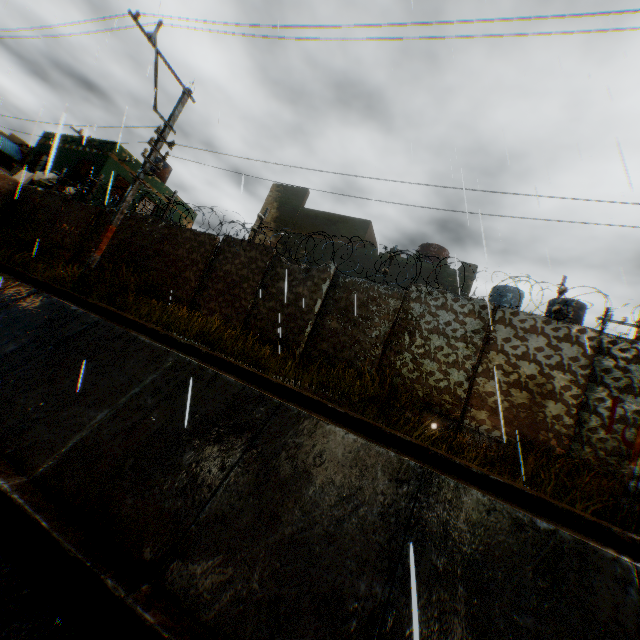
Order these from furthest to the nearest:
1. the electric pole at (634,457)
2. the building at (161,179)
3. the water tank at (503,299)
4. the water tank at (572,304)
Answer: the building at (161,179) → the water tank at (503,299) → the water tank at (572,304) → the electric pole at (634,457)

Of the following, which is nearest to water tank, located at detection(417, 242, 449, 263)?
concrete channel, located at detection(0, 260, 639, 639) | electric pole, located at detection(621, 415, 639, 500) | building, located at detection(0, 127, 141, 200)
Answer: building, located at detection(0, 127, 141, 200)

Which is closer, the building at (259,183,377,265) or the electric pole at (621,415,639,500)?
the electric pole at (621,415,639,500)

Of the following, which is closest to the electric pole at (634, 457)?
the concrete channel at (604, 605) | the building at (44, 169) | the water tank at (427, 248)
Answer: Result: the concrete channel at (604, 605)

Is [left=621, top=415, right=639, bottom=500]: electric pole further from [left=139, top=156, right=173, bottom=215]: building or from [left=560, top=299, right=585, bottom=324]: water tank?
[left=560, top=299, right=585, bottom=324]: water tank

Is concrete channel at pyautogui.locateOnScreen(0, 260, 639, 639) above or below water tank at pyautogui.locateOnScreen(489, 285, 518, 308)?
below

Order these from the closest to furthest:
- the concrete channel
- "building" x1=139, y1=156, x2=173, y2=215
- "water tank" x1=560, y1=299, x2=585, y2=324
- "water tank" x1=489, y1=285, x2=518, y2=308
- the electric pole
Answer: the concrete channel
the electric pole
"water tank" x1=560, y1=299, x2=585, y2=324
"water tank" x1=489, y1=285, x2=518, y2=308
"building" x1=139, y1=156, x2=173, y2=215

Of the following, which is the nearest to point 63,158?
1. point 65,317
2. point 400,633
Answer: point 65,317
